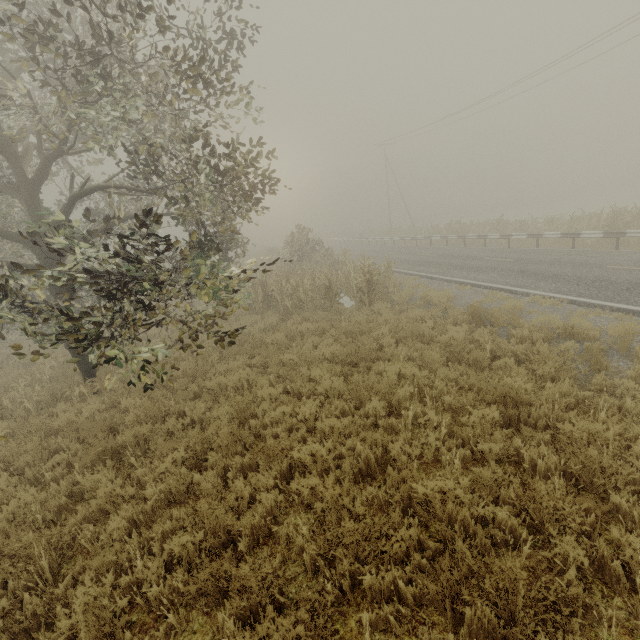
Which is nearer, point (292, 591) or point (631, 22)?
point (292, 591)

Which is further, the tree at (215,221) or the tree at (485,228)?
the tree at (485,228)

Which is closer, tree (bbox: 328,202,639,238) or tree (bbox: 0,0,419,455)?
tree (bbox: 0,0,419,455)
